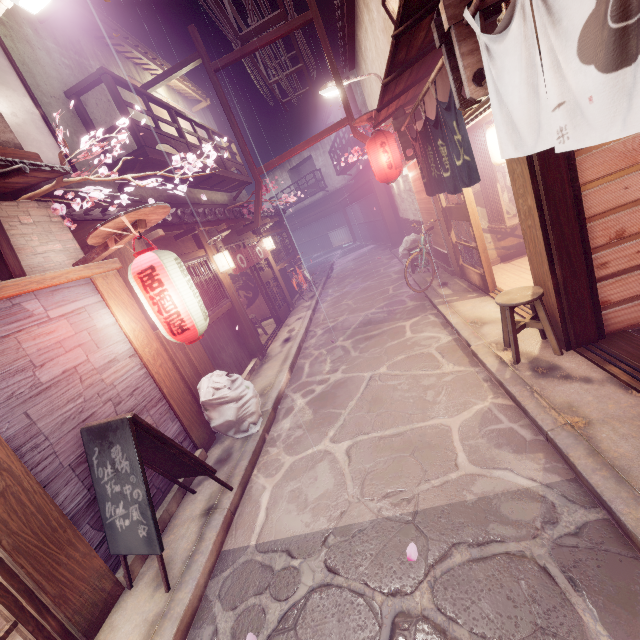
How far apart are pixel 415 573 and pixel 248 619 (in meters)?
2.48

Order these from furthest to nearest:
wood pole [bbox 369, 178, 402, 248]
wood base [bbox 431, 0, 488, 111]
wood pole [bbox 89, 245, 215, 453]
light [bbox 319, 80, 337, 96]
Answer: wood pole [bbox 369, 178, 402, 248], light [bbox 319, 80, 337, 96], wood pole [bbox 89, 245, 215, 453], wood base [bbox 431, 0, 488, 111]

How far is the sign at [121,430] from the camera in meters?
5.1

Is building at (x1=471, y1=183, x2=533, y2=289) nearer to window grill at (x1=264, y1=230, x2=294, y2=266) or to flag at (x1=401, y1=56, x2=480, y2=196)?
flag at (x1=401, y1=56, x2=480, y2=196)

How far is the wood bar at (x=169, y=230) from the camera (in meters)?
9.61

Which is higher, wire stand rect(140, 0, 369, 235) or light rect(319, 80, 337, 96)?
wire stand rect(140, 0, 369, 235)

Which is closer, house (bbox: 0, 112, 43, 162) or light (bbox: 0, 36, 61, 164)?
house (bbox: 0, 112, 43, 162)

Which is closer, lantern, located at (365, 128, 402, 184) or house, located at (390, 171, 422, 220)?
lantern, located at (365, 128, 402, 184)
